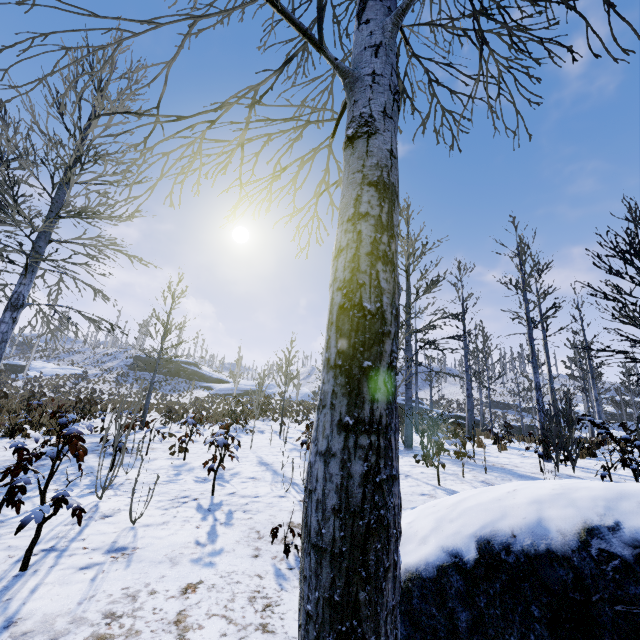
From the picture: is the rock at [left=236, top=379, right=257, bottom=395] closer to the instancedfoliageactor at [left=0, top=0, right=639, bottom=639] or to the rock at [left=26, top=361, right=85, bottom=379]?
the rock at [left=26, top=361, right=85, bottom=379]

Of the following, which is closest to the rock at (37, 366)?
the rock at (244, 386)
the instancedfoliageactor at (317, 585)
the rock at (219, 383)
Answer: the rock at (219, 383)

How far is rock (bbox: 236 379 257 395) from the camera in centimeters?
4309cm

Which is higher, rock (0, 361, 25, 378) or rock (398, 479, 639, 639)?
rock (0, 361, 25, 378)

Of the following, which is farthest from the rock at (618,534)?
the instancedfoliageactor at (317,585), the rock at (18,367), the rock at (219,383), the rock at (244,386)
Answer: the rock at (219,383)

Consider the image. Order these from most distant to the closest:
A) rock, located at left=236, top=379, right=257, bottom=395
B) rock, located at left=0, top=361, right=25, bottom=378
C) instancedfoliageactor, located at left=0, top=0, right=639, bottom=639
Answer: rock, located at left=236, top=379, right=257, bottom=395 → rock, located at left=0, top=361, right=25, bottom=378 → instancedfoliageactor, located at left=0, top=0, right=639, bottom=639

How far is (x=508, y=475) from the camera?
7.1 meters

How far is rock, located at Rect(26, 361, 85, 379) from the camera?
36.6 meters
